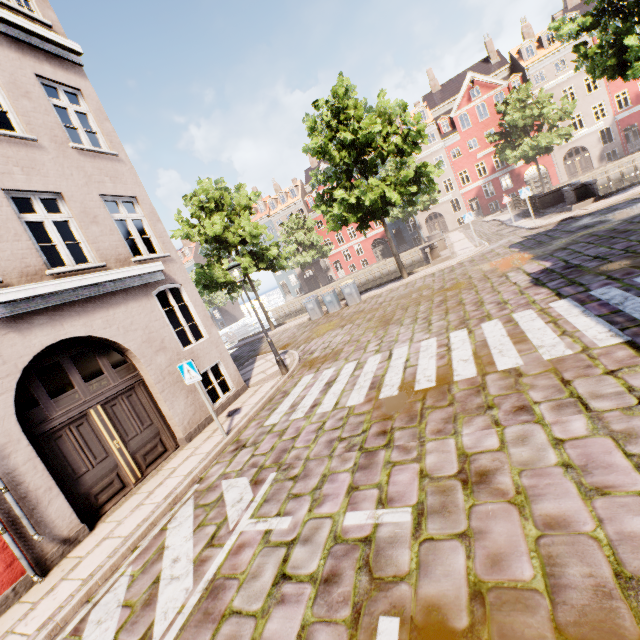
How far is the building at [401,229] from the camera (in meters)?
44.41

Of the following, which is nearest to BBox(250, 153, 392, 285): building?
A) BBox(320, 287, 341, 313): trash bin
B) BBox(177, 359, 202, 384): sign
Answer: BBox(177, 359, 202, 384): sign

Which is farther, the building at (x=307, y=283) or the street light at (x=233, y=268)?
the building at (x=307, y=283)

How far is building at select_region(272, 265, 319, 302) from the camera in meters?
51.7 m

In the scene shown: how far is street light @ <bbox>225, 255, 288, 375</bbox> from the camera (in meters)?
9.45

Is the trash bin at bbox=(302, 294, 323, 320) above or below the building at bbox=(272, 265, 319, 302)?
below

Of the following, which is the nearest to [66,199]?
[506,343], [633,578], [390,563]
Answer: [390,563]

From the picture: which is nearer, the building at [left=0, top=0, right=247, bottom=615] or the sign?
the building at [left=0, top=0, right=247, bottom=615]
